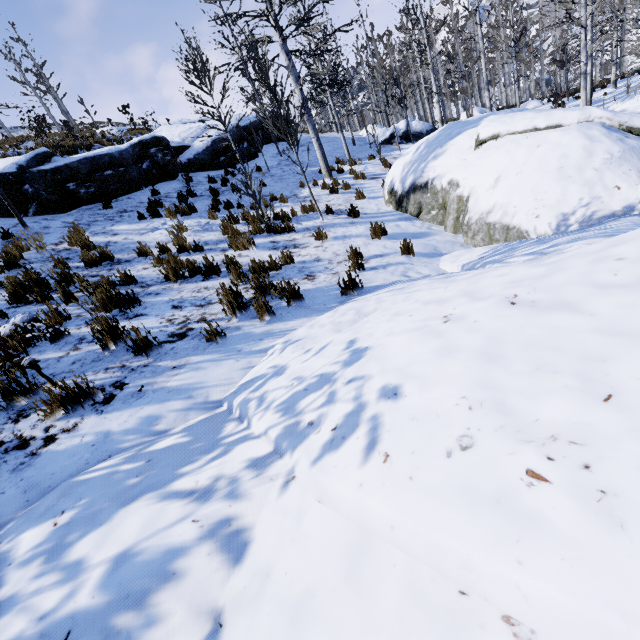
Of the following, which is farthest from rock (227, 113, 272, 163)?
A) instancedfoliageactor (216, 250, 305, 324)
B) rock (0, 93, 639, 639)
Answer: instancedfoliageactor (216, 250, 305, 324)

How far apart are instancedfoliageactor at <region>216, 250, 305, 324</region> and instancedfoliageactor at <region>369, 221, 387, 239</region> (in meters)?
2.95

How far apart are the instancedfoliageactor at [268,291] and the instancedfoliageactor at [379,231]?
2.95m

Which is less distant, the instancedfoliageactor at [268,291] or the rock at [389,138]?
the instancedfoliageactor at [268,291]

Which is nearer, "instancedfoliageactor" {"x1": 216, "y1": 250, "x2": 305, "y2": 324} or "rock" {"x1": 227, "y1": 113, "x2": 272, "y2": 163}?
"instancedfoliageactor" {"x1": 216, "y1": 250, "x2": 305, "y2": 324}

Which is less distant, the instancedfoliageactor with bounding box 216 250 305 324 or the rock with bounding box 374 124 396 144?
the instancedfoliageactor with bounding box 216 250 305 324

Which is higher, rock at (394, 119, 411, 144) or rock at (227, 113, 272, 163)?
rock at (227, 113, 272, 163)

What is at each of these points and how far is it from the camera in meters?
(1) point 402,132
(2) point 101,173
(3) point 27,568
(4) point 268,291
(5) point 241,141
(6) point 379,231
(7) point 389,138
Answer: (1) rock, 21.0
(2) rock, 10.5
(3) rock, 1.6
(4) instancedfoliageactor, 4.8
(5) rock, 15.8
(6) instancedfoliageactor, 7.0
(7) rock, 20.7
